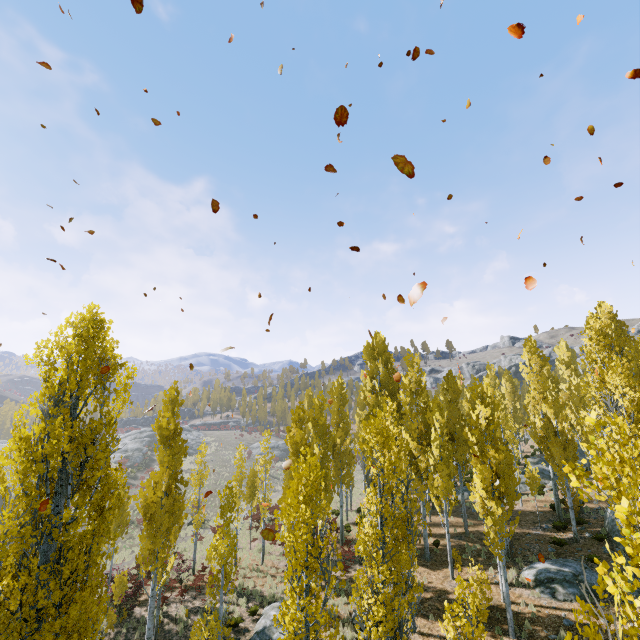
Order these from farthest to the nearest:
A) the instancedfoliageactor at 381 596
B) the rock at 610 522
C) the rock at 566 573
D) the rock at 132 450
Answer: the rock at 132 450 < the rock at 610 522 < the rock at 566 573 < the instancedfoliageactor at 381 596

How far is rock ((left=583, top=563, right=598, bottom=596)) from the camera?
15.1 meters

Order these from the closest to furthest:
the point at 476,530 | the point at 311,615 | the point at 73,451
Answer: the point at 311,615 → the point at 73,451 → the point at 476,530

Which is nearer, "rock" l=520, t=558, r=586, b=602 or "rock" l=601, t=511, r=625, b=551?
"rock" l=520, t=558, r=586, b=602

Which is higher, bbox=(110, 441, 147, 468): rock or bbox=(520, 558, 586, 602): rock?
bbox=(110, 441, 147, 468): rock

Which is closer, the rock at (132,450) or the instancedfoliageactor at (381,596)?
the instancedfoliageactor at (381,596)

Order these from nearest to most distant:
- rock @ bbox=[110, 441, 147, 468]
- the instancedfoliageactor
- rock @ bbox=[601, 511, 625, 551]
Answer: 1. the instancedfoliageactor
2. rock @ bbox=[601, 511, 625, 551]
3. rock @ bbox=[110, 441, 147, 468]

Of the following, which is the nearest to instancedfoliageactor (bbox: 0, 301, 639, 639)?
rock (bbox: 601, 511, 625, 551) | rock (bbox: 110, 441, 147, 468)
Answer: rock (bbox: 601, 511, 625, 551)
